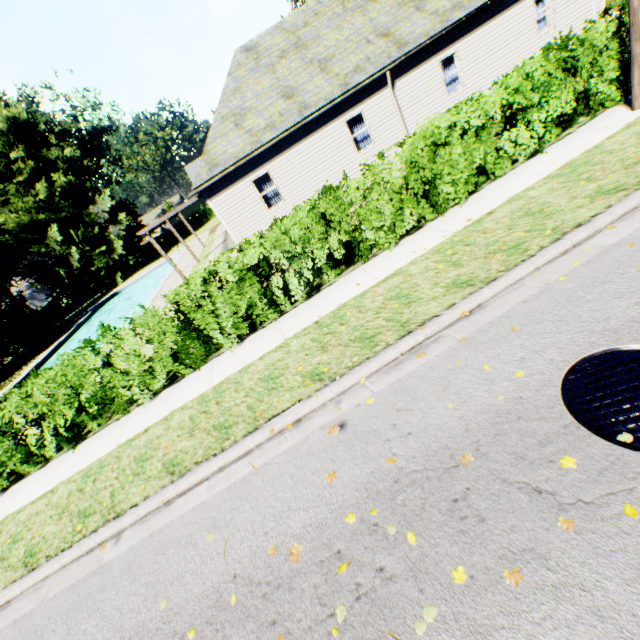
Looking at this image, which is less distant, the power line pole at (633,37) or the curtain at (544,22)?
the power line pole at (633,37)

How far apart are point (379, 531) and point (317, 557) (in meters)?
0.65

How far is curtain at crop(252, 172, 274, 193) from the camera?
14.9 meters

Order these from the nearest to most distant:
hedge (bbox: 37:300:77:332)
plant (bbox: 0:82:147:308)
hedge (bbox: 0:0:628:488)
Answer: hedge (bbox: 0:0:628:488), plant (bbox: 0:82:147:308), hedge (bbox: 37:300:77:332)

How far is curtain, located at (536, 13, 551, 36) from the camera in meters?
15.1

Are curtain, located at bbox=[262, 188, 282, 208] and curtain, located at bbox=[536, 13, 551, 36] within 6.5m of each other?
no

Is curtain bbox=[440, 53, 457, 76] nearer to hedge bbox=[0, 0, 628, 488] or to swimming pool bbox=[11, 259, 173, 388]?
hedge bbox=[0, 0, 628, 488]

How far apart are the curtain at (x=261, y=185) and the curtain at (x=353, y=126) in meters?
4.0
